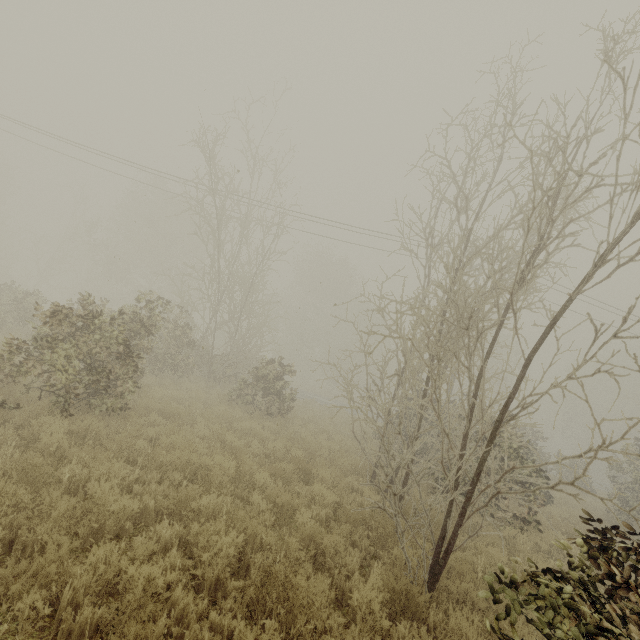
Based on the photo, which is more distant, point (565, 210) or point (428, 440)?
point (428, 440)
